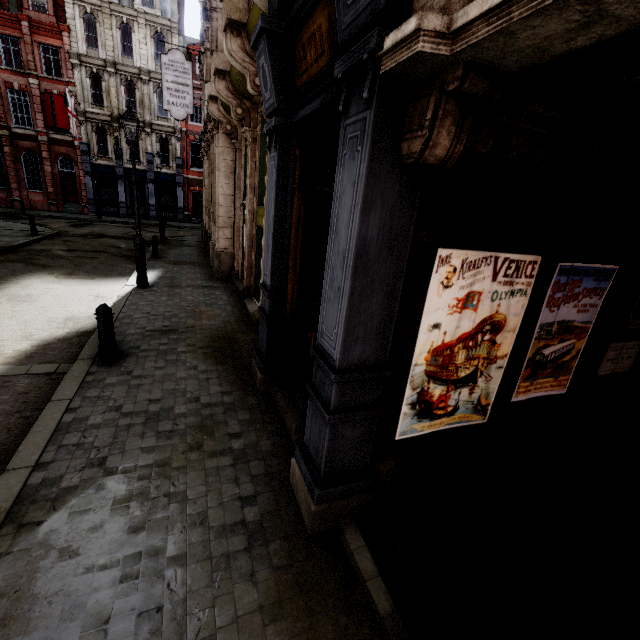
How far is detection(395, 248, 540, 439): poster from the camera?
2.8m

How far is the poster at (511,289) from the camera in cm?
279

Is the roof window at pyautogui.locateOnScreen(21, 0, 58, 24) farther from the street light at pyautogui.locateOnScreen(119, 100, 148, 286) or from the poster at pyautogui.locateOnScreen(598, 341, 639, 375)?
the poster at pyautogui.locateOnScreen(598, 341, 639, 375)

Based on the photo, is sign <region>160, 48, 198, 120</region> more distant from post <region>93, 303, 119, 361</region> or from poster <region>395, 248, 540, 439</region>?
poster <region>395, 248, 540, 439</region>

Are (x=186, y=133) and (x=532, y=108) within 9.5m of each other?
no

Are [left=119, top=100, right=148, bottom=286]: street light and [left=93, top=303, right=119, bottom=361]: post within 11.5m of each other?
yes

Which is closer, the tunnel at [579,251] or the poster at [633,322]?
the tunnel at [579,251]

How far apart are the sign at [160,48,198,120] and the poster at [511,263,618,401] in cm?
1582
